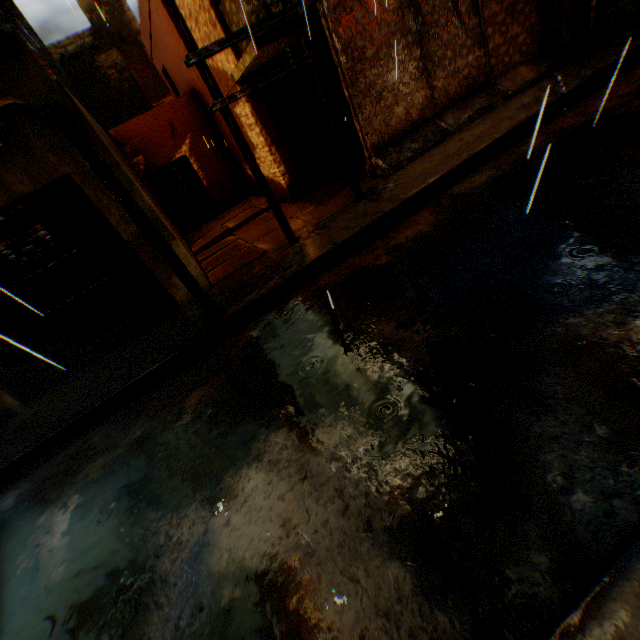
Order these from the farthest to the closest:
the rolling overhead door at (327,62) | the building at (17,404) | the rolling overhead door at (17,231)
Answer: the rolling overhead door at (327,62) < the building at (17,404) < the rolling overhead door at (17,231)

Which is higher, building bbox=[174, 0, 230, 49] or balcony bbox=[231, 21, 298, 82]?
building bbox=[174, 0, 230, 49]

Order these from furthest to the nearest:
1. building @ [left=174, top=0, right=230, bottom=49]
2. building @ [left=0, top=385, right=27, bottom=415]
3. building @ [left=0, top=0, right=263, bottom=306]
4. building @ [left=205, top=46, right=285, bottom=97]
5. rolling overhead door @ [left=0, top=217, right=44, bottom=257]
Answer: building @ [left=205, top=46, right=285, bottom=97] < building @ [left=174, top=0, right=230, bottom=49] < building @ [left=0, top=385, right=27, bottom=415] < rolling overhead door @ [left=0, top=217, right=44, bottom=257] < building @ [left=0, top=0, right=263, bottom=306]

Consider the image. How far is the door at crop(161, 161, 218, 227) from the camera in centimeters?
1252cm

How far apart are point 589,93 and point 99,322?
10.96m

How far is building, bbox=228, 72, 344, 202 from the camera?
8.87m

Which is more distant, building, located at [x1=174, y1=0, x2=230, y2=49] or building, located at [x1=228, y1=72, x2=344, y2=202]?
building, located at [x1=228, y1=72, x2=344, y2=202]

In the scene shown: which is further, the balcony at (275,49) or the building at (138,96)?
the balcony at (275,49)
